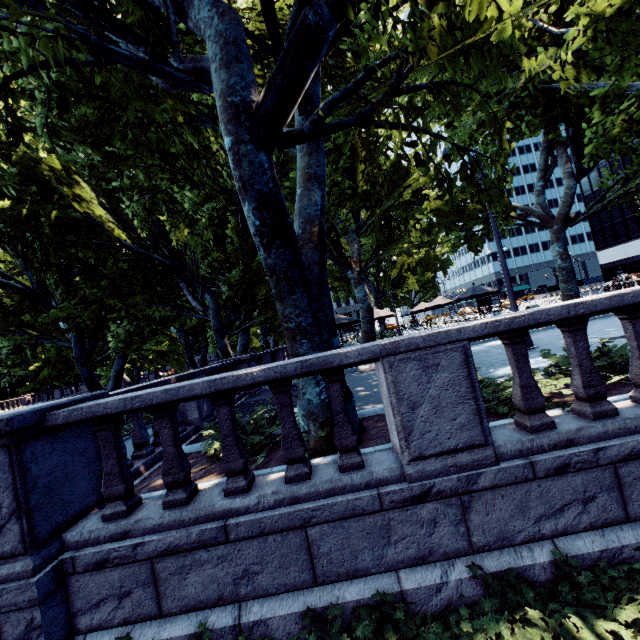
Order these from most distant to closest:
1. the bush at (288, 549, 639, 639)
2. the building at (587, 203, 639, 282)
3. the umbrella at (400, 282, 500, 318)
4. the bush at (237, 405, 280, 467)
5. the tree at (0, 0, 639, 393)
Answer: the building at (587, 203, 639, 282)
the umbrella at (400, 282, 500, 318)
the bush at (237, 405, 280, 467)
the tree at (0, 0, 639, 393)
the bush at (288, 549, 639, 639)

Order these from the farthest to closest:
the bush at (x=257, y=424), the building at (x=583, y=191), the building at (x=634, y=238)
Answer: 1. the building at (x=583, y=191)
2. the building at (x=634, y=238)
3. the bush at (x=257, y=424)

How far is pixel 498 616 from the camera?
2.9 meters

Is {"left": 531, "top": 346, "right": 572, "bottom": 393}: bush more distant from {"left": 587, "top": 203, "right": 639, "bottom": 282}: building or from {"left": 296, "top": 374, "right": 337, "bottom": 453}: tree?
{"left": 587, "top": 203, "right": 639, "bottom": 282}: building

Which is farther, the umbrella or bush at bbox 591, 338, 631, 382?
the umbrella

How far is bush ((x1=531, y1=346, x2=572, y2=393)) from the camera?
4.7 meters

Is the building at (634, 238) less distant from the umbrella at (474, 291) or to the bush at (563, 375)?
the umbrella at (474, 291)
